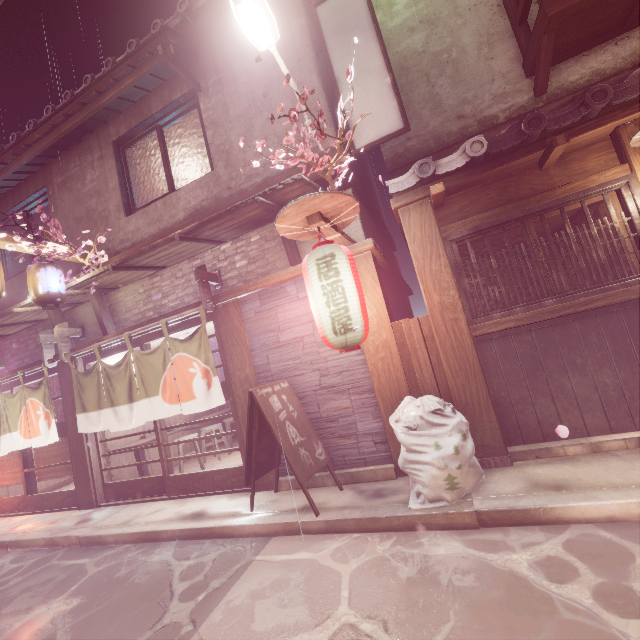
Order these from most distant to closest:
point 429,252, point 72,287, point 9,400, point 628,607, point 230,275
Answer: point 9,400
point 72,287
point 230,275
point 429,252
point 628,607

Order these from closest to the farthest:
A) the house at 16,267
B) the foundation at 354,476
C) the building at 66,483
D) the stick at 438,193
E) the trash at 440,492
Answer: the trash at 440,492
the stick at 438,193
the foundation at 354,476
the house at 16,267
the building at 66,483

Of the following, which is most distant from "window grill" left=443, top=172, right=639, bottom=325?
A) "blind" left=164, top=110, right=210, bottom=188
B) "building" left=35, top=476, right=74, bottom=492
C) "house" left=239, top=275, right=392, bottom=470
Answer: "building" left=35, top=476, right=74, bottom=492

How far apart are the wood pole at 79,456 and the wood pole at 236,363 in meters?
6.3

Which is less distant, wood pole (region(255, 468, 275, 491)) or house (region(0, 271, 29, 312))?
wood pole (region(255, 468, 275, 491))

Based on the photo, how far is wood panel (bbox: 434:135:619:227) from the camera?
6.38m

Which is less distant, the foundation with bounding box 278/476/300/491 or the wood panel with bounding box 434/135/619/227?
the wood panel with bounding box 434/135/619/227

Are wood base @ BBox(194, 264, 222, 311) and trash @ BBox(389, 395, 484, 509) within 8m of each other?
Answer: yes
